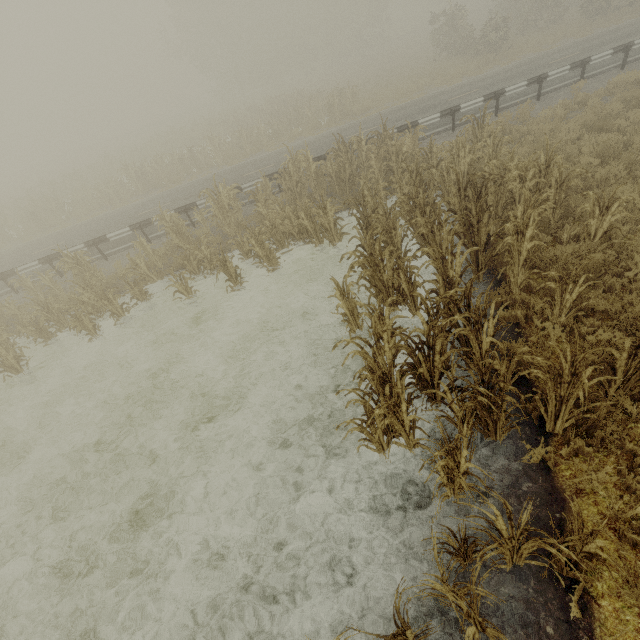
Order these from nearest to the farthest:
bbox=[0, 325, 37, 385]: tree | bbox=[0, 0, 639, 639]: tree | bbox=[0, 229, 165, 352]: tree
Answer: bbox=[0, 0, 639, 639]: tree
bbox=[0, 325, 37, 385]: tree
bbox=[0, 229, 165, 352]: tree

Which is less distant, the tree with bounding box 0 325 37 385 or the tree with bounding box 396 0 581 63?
the tree with bounding box 0 325 37 385

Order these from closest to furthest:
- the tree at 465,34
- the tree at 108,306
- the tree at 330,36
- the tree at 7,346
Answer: the tree at 330,36 < the tree at 7,346 < the tree at 108,306 < the tree at 465,34

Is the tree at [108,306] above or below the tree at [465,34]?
below

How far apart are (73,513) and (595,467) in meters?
8.8

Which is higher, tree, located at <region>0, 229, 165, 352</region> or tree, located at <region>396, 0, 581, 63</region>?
tree, located at <region>396, 0, 581, 63</region>
